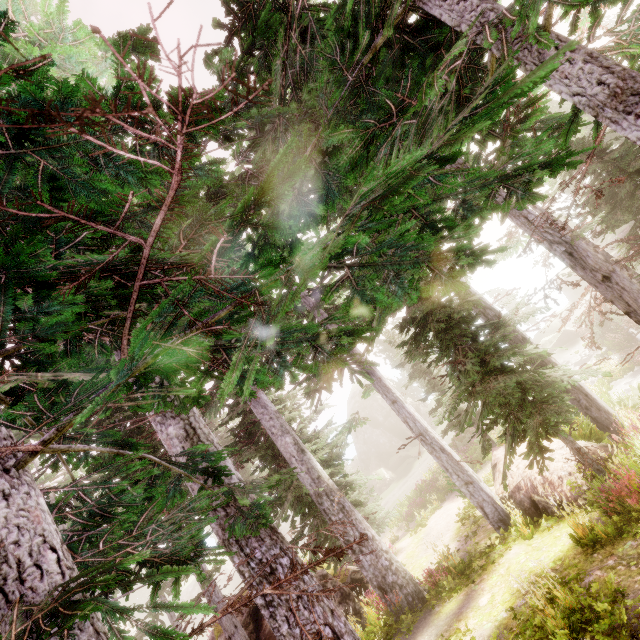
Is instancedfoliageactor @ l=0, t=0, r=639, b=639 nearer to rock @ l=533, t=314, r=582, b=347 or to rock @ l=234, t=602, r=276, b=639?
rock @ l=234, t=602, r=276, b=639

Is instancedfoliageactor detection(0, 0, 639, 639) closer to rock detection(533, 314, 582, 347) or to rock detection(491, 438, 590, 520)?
rock detection(491, 438, 590, 520)

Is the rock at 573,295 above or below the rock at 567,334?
above

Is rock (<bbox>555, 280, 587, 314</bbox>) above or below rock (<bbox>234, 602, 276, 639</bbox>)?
below

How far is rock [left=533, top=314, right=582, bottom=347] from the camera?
29.59m

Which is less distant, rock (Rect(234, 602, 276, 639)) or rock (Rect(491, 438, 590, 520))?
rock (Rect(491, 438, 590, 520))

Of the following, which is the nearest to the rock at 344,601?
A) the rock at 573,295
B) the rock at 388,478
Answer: the rock at 388,478

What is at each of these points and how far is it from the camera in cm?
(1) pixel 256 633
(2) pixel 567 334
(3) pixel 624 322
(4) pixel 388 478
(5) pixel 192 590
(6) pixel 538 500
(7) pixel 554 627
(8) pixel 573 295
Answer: (1) rock, 1123
(2) rock, 2978
(3) tree, 2322
(4) rock, 3872
(5) rock, 5503
(6) rock, 1016
(7) instancedfoliageactor, 516
(8) rock, 4303
